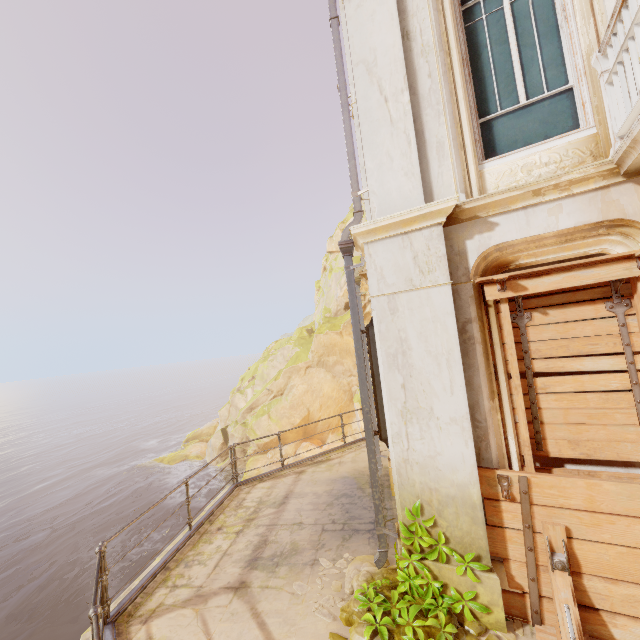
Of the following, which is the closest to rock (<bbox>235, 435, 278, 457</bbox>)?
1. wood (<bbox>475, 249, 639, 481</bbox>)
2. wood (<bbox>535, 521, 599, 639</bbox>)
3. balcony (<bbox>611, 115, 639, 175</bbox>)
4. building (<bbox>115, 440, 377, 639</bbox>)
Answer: building (<bbox>115, 440, 377, 639</bbox>)

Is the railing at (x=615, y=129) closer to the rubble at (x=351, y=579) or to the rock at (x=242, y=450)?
the rubble at (x=351, y=579)

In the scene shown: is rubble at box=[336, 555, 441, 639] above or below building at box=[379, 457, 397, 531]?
above

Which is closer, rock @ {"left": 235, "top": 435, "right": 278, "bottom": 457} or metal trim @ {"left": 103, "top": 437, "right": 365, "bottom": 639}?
metal trim @ {"left": 103, "top": 437, "right": 365, "bottom": 639}

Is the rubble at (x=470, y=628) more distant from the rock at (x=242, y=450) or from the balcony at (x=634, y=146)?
the rock at (x=242, y=450)

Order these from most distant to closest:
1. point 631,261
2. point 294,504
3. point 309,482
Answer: point 309,482 → point 294,504 → point 631,261

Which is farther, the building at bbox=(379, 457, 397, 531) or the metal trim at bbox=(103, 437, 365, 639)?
the building at bbox=(379, 457, 397, 531)

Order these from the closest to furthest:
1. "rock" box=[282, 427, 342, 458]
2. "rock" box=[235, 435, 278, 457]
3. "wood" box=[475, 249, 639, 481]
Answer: "wood" box=[475, 249, 639, 481]
"rock" box=[282, 427, 342, 458]
"rock" box=[235, 435, 278, 457]
